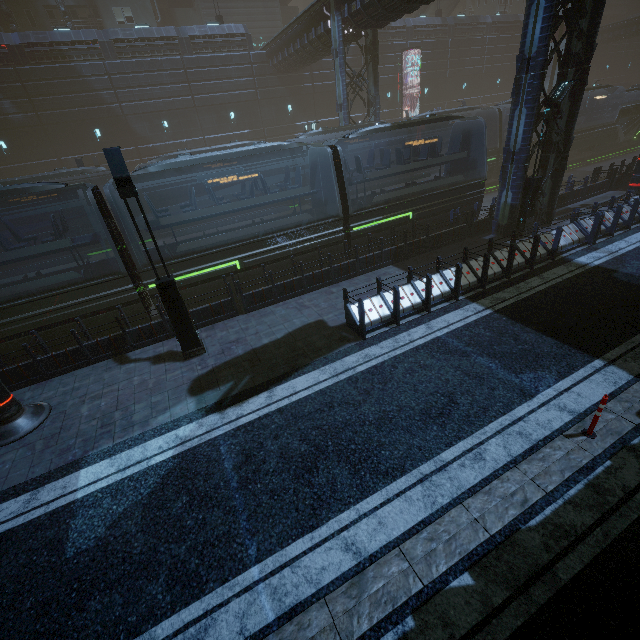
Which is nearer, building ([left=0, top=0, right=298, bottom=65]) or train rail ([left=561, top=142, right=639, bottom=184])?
building ([left=0, top=0, right=298, bottom=65])

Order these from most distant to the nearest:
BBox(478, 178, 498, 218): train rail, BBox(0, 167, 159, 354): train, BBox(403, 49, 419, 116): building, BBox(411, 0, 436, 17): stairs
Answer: BBox(411, 0, 436, 17): stairs, BBox(403, 49, 419, 116): building, BBox(478, 178, 498, 218): train rail, BBox(0, 167, 159, 354): train

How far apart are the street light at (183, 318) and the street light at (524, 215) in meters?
14.0

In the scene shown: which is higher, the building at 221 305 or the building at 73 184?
the building at 73 184

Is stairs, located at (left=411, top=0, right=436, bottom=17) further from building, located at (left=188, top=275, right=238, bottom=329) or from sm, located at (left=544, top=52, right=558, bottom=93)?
sm, located at (left=544, top=52, right=558, bottom=93)

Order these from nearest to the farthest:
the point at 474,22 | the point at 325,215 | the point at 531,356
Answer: the point at 531,356 → the point at 325,215 → the point at 474,22

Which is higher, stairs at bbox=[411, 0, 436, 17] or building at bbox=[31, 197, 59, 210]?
stairs at bbox=[411, 0, 436, 17]

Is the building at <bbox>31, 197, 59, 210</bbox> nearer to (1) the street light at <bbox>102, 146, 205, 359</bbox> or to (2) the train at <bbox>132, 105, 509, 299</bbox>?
(2) the train at <bbox>132, 105, 509, 299</bbox>
